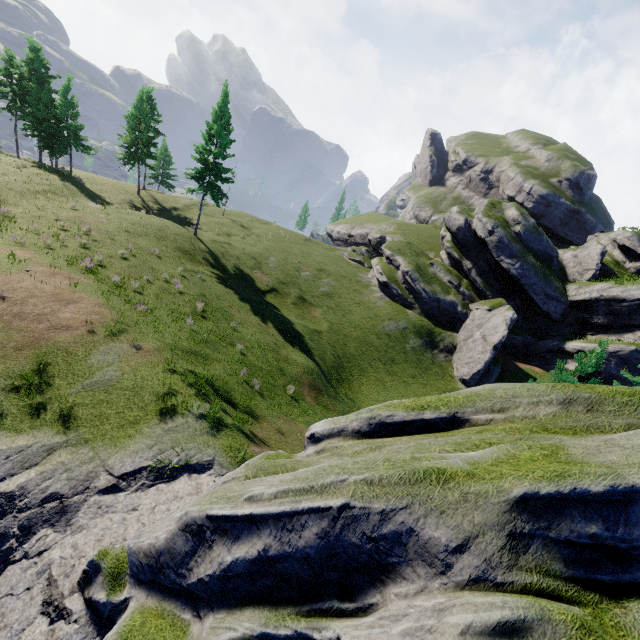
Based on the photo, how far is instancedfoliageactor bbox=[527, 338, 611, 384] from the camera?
18.5m

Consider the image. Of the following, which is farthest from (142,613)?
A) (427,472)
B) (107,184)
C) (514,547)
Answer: (107,184)

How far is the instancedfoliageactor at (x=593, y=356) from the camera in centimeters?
1853cm
